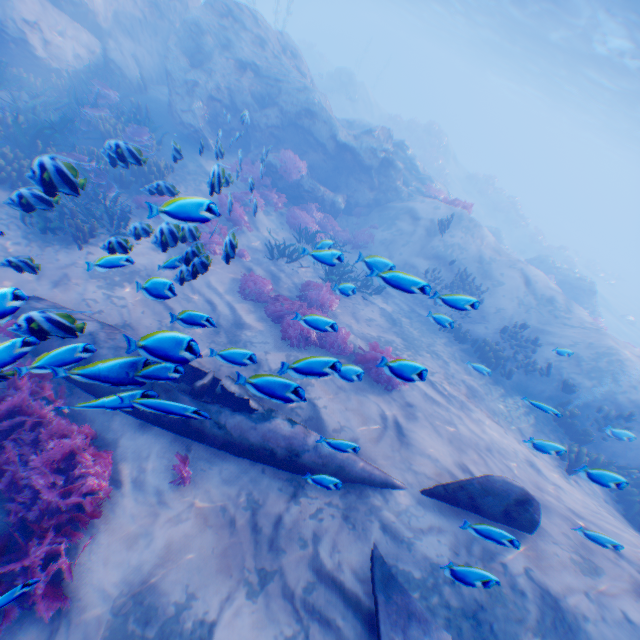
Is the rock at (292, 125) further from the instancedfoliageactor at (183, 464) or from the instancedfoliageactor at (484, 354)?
the instancedfoliageactor at (484, 354)

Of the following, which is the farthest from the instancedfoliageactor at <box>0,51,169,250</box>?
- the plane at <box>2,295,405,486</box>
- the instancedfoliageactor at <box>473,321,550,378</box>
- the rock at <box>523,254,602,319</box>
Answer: the rock at <box>523,254,602,319</box>

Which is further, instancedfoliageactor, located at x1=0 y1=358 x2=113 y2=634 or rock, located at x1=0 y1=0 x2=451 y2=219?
rock, located at x1=0 y1=0 x2=451 y2=219

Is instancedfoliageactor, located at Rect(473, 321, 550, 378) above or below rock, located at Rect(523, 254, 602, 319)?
below

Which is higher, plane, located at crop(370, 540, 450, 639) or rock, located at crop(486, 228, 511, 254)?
plane, located at crop(370, 540, 450, 639)

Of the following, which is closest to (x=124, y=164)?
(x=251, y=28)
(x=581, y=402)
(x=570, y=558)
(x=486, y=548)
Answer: (x=486, y=548)

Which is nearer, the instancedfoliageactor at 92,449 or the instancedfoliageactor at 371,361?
the instancedfoliageactor at 92,449

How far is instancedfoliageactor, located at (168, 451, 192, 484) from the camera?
5.24m
